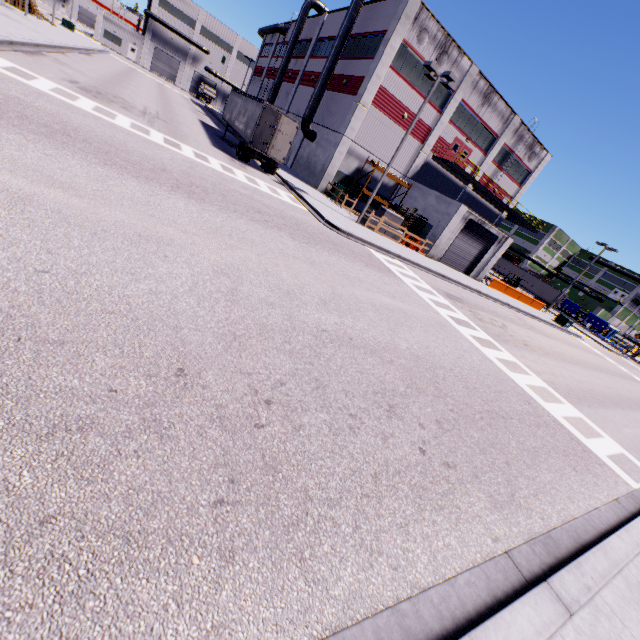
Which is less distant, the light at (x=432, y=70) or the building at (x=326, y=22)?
the light at (x=432, y=70)

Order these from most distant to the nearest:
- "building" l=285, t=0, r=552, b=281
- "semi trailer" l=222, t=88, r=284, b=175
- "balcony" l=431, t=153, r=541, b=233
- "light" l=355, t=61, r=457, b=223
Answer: "balcony" l=431, t=153, r=541, b=233, "building" l=285, t=0, r=552, b=281, "semi trailer" l=222, t=88, r=284, b=175, "light" l=355, t=61, r=457, b=223

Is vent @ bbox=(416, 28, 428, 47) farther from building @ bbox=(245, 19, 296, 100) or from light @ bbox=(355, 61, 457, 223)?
light @ bbox=(355, 61, 457, 223)

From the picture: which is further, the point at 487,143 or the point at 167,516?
the point at 487,143

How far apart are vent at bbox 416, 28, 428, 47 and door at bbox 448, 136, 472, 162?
8.3 meters

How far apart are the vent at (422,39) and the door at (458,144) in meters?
8.3 m

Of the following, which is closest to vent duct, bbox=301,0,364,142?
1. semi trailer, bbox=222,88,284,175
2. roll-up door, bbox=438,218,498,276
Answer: semi trailer, bbox=222,88,284,175

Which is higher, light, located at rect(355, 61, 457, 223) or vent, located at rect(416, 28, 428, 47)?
vent, located at rect(416, 28, 428, 47)
